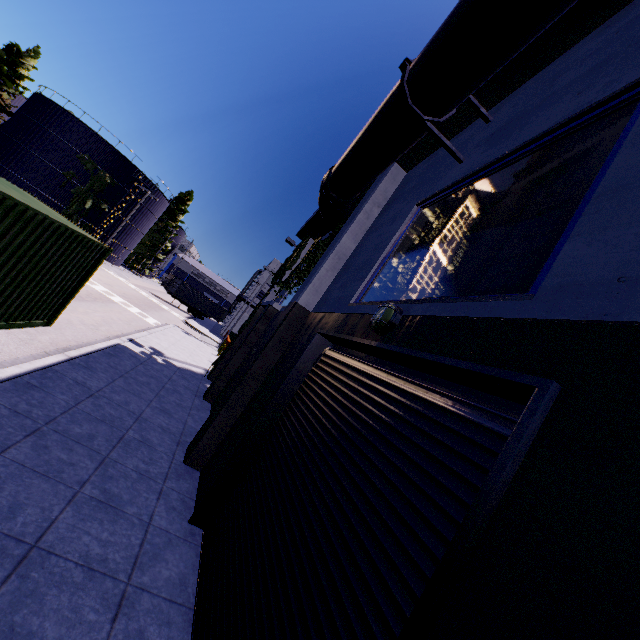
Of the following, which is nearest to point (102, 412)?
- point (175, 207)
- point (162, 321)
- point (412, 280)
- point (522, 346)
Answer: point (412, 280)

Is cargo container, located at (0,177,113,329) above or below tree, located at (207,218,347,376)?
below

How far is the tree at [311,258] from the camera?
9.6m

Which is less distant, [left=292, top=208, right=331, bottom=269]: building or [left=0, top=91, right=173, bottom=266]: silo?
[left=292, top=208, right=331, bottom=269]: building

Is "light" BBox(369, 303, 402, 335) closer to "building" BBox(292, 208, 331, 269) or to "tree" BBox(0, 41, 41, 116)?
"building" BBox(292, 208, 331, 269)

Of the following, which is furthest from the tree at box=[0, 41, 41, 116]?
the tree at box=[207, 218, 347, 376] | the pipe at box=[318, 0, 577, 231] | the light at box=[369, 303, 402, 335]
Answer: the light at box=[369, 303, 402, 335]

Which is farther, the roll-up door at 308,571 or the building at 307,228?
the building at 307,228

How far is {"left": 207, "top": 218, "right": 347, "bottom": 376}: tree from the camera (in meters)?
9.65
